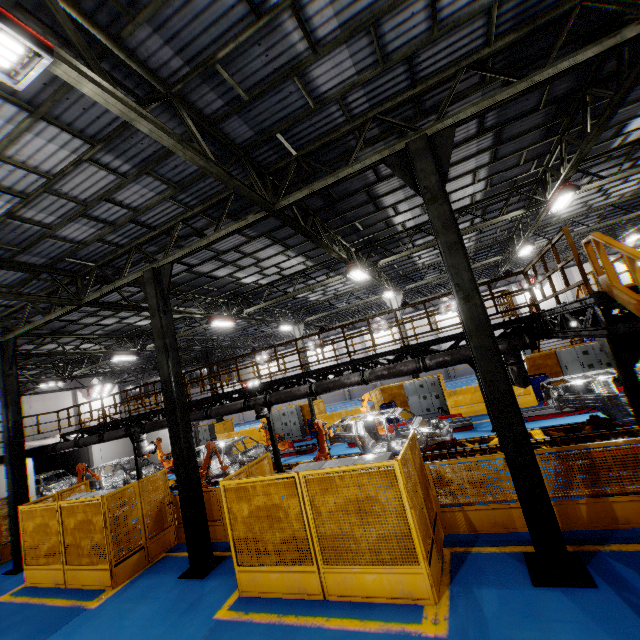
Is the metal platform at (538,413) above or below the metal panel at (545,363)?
below

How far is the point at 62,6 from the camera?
3.9 meters

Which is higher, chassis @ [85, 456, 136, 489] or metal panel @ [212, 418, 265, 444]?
metal panel @ [212, 418, 265, 444]

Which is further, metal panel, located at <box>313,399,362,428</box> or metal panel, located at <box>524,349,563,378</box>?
metal panel, located at <box>313,399,362,428</box>

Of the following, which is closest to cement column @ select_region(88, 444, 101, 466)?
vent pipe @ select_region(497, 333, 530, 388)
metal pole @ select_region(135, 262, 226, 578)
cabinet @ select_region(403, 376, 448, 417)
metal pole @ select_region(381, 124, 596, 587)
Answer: vent pipe @ select_region(497, 333, 530, 388)

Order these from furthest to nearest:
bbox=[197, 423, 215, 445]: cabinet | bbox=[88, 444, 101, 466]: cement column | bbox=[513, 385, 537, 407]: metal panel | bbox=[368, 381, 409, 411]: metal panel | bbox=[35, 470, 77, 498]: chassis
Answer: bbox=[197, 423, 215, 445]: cabinet → bbox=[88, 444, 101, 466]: cement column → bbox=[35, 470, 77, 498]: chassis → bbox=[368, 381, 409, 411]: metal panel → bbox=[513, 385, 537, 407]: metal panel

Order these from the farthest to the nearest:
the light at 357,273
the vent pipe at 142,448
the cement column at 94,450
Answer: the cement column at 94,450 → the vent pipe at 142,448 → the light at 357,273

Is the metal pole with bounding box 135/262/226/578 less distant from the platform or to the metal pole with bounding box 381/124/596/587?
the platform
